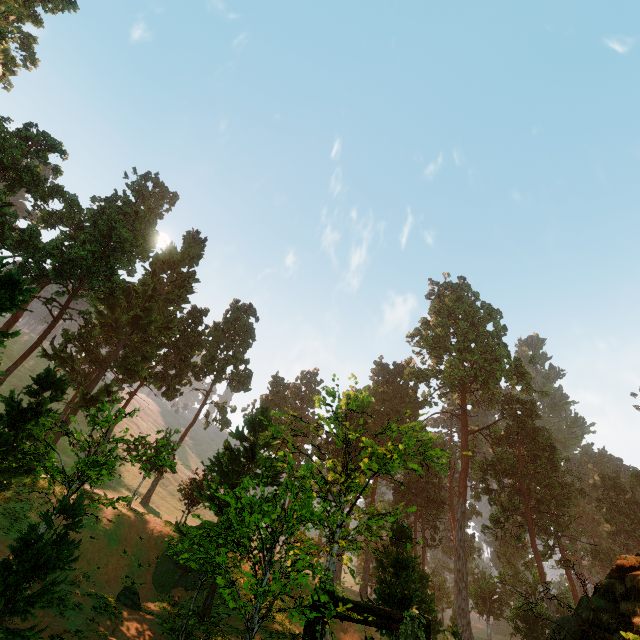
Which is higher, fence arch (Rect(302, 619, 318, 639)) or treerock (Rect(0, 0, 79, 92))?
treerock (Rect(0, 0, 79, 92))

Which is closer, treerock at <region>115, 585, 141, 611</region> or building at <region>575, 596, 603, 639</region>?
building at <region>575, 596, 603, 639</region>

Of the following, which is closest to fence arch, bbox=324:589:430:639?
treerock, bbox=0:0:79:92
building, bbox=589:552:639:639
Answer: building, bbox=589:552:639:639

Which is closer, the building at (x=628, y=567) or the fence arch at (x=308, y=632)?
the fence arch at (x=308, y=632)

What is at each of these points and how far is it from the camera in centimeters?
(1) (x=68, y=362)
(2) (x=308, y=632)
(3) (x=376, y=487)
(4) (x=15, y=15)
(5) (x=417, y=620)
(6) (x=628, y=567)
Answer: (1) treerock, 3112cm
(2) fence arch, 727cm
(3) treerock, 5044cm
(4) treerock, 3903cm
(5) fence arch, 855cm
(6) building, 1023cm

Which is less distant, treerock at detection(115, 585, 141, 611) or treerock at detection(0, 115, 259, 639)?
treerock at detection(0, 115, 259, 639)

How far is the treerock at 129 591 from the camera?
16.7 meters

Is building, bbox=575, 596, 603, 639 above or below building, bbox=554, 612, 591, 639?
above
